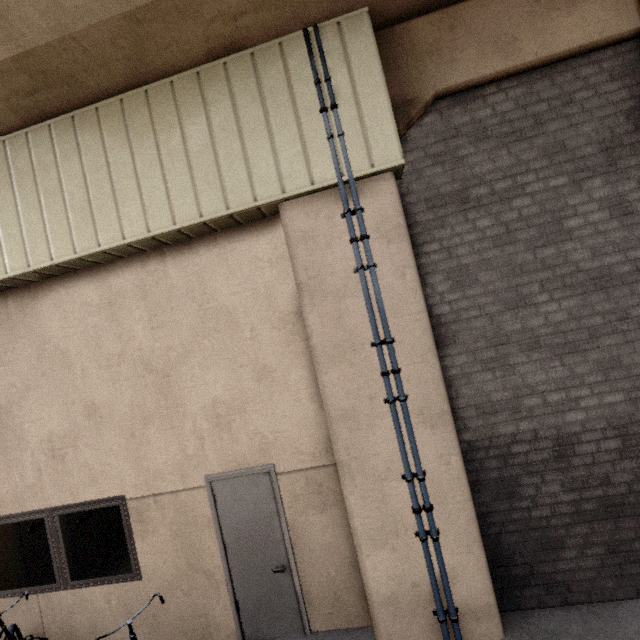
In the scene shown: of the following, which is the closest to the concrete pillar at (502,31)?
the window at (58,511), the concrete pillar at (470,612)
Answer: the concrete pillar at (470,612)

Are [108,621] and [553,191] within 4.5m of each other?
no

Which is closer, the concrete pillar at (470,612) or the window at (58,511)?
the concrete pillar at (470,612)

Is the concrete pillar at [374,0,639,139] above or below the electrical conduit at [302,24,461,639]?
above

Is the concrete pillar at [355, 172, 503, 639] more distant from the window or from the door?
the window

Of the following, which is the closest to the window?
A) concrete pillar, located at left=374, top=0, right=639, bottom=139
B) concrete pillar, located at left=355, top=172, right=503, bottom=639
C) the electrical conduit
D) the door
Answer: the door

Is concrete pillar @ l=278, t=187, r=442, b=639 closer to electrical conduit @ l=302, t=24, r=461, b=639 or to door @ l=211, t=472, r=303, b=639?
electrical conduit @ l=302, t=24, r=461, b=639

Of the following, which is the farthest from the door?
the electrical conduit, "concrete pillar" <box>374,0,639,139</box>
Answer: "concrete pillar" <box>374,0,639,139</box>
